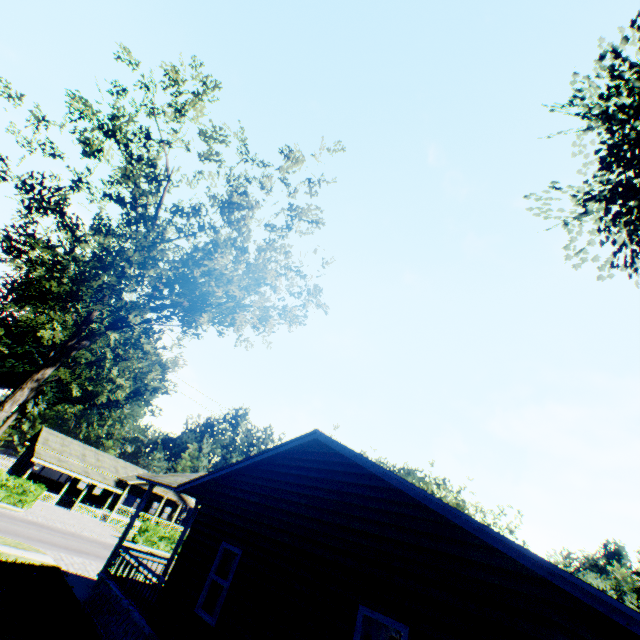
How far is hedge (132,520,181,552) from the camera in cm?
3109

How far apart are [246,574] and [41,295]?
11.9m

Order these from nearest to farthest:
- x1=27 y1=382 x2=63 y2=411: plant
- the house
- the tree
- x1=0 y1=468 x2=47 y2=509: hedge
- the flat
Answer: the house, the tree, x1=0 y1=468 x2=47 y2=509: hedge, the flat, x1=27 y1=382 x2=63 y2=411: plant

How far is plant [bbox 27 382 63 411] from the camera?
55.8m

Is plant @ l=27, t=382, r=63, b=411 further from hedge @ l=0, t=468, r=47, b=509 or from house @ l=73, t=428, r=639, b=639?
house @ l=73, t=428, r=639, b=639

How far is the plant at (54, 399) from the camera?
55.8m

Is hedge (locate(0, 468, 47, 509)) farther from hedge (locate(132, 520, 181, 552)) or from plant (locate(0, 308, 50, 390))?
plant (locate(0, 308, 50, 390))

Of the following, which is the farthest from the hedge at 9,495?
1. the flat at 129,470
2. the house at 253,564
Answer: the house at 253,564
